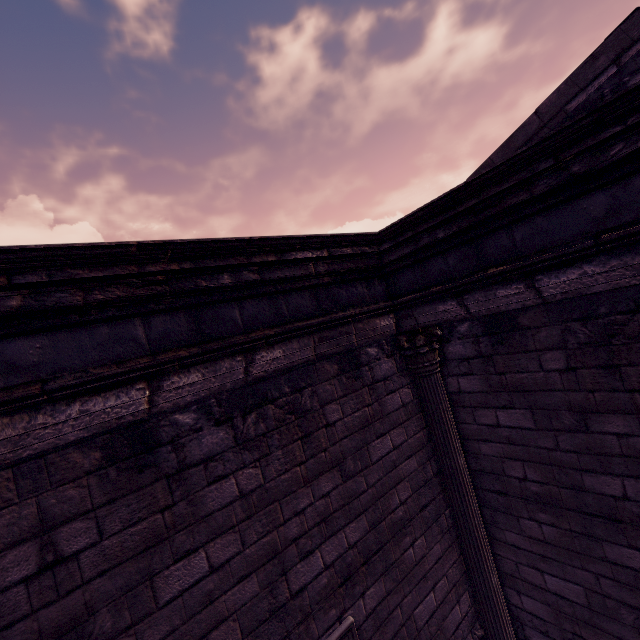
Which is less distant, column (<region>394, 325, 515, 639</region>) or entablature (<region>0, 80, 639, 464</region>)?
entablature (<region>0, 80, 639, 464</region>)

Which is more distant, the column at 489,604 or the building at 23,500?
the column at 489,604

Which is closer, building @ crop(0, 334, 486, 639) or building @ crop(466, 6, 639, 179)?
building @ crop(0, 334, 486, 639)

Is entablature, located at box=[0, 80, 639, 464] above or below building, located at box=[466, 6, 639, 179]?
below

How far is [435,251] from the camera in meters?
3.5 m

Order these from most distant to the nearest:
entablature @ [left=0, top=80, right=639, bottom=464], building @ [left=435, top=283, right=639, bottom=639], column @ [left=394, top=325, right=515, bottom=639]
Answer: column @ [left=394, top=325, right=515, bottom=639] < building @ [left=435, top=283, right=639, bottom=639] < entablature @ [left=0, top=80, right=639, bottom=464]

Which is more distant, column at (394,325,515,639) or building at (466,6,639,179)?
column at (394,325,515,639)
